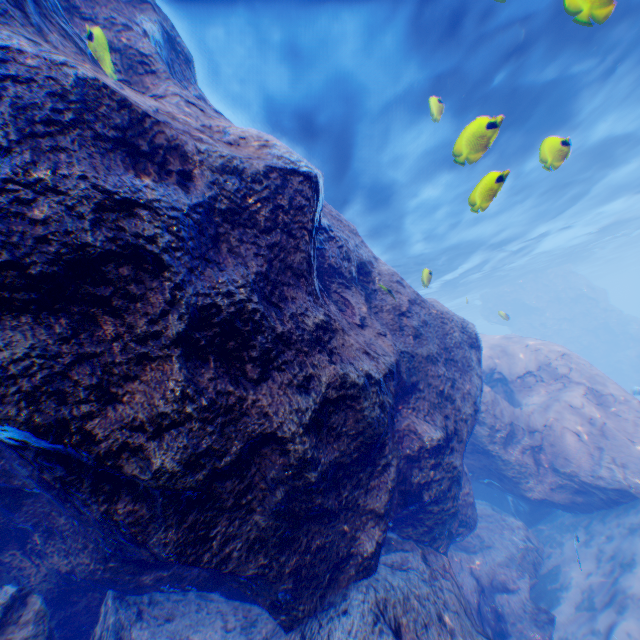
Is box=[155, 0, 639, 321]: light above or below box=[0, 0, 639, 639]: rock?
above

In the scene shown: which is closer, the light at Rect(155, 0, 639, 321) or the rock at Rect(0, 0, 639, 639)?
the rock at Rect(0, 0, 639, 639)

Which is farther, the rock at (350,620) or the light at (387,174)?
the light at (387,174)

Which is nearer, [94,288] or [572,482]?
[94,288]

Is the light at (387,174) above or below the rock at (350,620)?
above
